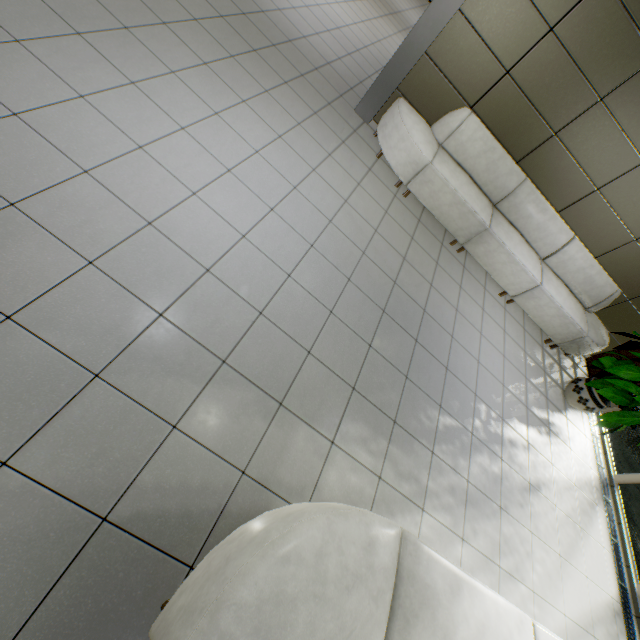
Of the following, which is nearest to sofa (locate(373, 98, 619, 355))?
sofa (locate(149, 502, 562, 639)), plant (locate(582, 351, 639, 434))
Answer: plant (locate(582, 351, 639, 434))

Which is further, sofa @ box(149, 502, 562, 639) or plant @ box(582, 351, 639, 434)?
plant @ box(582, 351, 639, 434)

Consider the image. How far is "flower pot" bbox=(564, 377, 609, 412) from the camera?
4.6m

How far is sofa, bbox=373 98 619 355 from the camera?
4.31m

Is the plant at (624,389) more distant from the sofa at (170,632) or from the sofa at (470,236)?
the sofa at (170,632)

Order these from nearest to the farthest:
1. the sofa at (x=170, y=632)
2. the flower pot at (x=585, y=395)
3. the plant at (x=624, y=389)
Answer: the sofa at (x=170, y=632), the plant at (x=624, y=389), the flower pot at (x=585, y=395)

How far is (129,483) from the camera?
1.6 meters

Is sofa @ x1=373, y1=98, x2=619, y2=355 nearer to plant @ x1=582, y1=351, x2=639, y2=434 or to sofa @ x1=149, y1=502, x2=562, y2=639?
plant @ x1=582, y1=351, x2=639, y2=434
